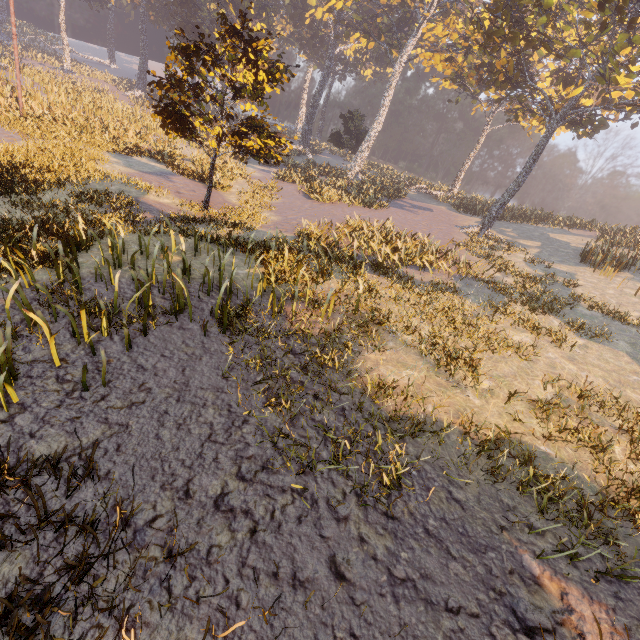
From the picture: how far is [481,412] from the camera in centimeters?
618cm
